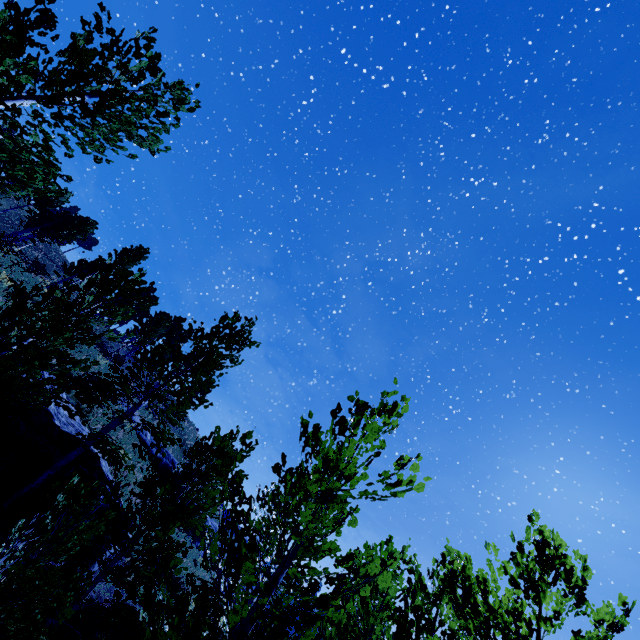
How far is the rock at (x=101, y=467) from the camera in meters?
9.9

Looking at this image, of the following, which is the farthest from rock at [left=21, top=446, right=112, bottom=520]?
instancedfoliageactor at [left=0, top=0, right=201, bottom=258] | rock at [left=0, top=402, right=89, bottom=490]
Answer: instancedfoliageactor at [left=0, top=0, right=201, bottom=258]

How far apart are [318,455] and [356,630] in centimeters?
1110cm

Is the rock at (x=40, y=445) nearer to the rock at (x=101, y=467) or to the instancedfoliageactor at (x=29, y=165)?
the rock at (x=101, y=467)

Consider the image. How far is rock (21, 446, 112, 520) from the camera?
9.9 meters

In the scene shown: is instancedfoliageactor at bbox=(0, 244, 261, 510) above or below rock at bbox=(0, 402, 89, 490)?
above
